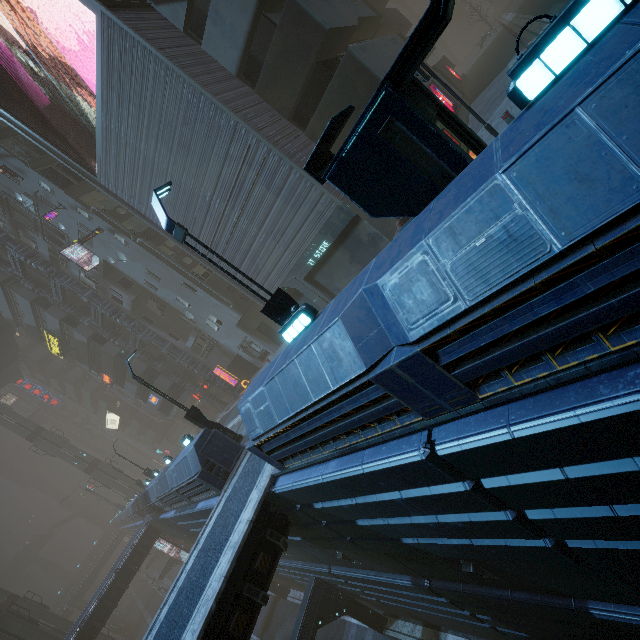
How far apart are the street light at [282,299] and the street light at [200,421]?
9.7m

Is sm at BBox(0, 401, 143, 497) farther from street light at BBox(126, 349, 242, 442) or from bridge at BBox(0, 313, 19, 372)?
street light at BBox(126, 349, 242, 442)

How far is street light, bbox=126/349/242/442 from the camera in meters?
15.4 m

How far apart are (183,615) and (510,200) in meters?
11.6

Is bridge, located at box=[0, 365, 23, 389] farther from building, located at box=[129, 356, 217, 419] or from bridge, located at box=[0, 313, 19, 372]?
bridge, located at box=[0, 313, 19, 372]

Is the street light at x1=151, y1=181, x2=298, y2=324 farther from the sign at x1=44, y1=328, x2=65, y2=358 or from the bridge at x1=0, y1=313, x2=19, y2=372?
the bridge at x1=0, y1=313, x2=19, y2=372

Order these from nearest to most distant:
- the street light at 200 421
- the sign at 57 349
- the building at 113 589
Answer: the street light at 200 421, the building at 113 589, the sign at 57 349

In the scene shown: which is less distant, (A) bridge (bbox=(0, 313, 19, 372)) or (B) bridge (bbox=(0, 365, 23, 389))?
(A) bridge (bbox=(0, 313, 19, 372))
